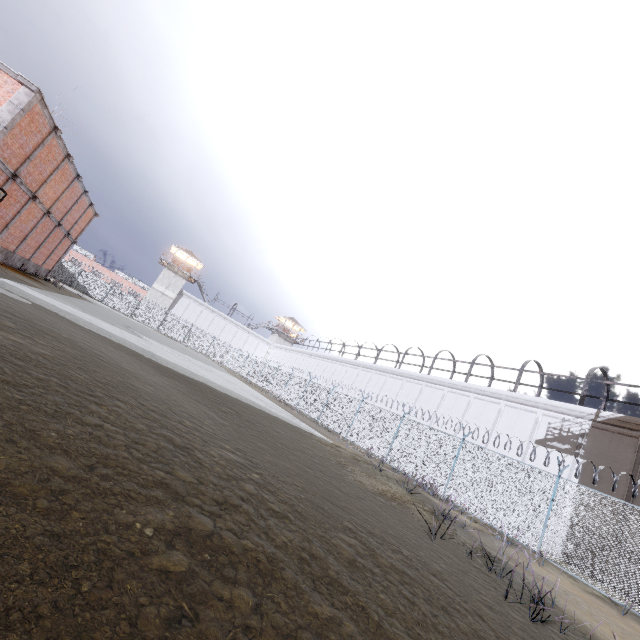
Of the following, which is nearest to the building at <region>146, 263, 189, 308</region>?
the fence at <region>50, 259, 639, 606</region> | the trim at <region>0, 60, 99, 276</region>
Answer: the fence at <region>50, 259, 639, 606</region>

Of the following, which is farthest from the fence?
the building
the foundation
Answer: the foundation

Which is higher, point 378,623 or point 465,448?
point 465,448

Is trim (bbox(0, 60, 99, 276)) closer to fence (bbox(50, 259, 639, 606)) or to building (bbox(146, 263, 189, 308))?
fence (bbox(50, 259, 639, 606))

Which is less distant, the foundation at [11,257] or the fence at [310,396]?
the fence at [310,396]

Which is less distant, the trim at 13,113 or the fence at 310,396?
→ the fence at 310,396

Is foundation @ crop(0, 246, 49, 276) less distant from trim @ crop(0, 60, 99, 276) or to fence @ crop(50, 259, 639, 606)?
trim @ crop(0, 60, 99, 276)

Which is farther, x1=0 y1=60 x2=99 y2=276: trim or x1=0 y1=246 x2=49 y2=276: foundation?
x1=0 y1=246 x2=49 y2=276: foundation
